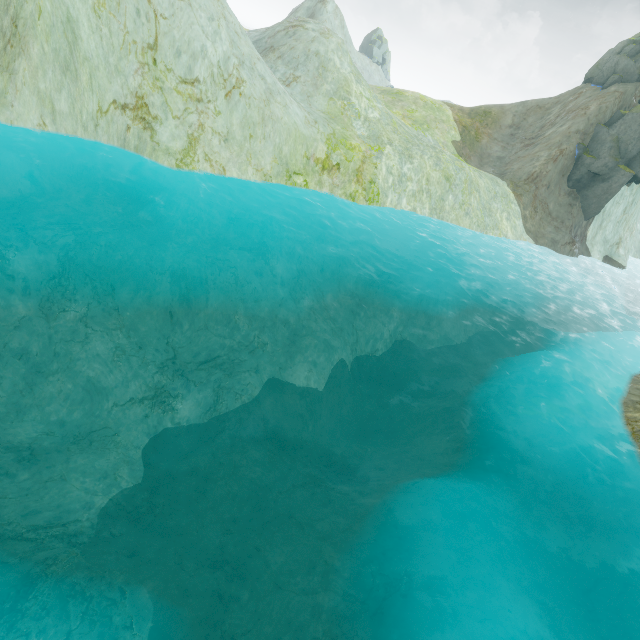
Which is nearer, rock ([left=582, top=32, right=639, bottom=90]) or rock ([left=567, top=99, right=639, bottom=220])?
rock ([left=567, top=99, right=639, bottom=220])

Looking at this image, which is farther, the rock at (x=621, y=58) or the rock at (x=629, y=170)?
the rock at (x=621, y=58)

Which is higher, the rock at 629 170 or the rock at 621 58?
the rock at 621 58

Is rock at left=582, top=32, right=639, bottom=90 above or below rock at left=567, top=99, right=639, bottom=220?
above

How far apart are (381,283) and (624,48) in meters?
39.3
